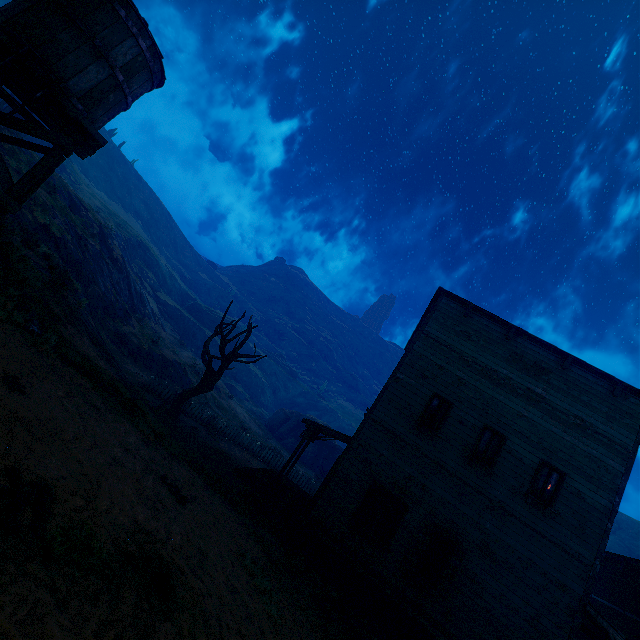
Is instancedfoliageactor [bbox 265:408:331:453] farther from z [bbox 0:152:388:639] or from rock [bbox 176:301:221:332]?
rock [bbox 176:301:221:332]

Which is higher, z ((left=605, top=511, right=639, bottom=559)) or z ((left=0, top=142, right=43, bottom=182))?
z ((left=605, top=511, right=639, bottom=559))

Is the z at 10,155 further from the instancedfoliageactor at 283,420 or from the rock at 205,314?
the rock at 205,314

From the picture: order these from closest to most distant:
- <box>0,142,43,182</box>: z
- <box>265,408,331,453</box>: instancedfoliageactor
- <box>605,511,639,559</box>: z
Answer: <box>0,142,43,182</box>: z < <box>265,408,331,453</box>: instancedfoliageactor < <box>605,511,639,559</box>: z

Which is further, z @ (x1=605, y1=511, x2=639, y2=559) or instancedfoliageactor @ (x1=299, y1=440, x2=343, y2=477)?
z @ (x1=605, y1=511, x2=639, y2=559)

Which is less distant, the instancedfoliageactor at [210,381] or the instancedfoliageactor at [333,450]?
the instancedfoliageactor at [210,381]

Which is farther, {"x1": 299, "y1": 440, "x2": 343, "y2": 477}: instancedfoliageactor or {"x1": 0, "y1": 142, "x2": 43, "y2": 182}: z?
{"x1": 299, "y1": 440, "x2": 343, "y2": 477}: instancedfoliageactor

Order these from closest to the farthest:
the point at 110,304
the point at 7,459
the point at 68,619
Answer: the point at 68,619
the point at 7,459
the point at 110,304
